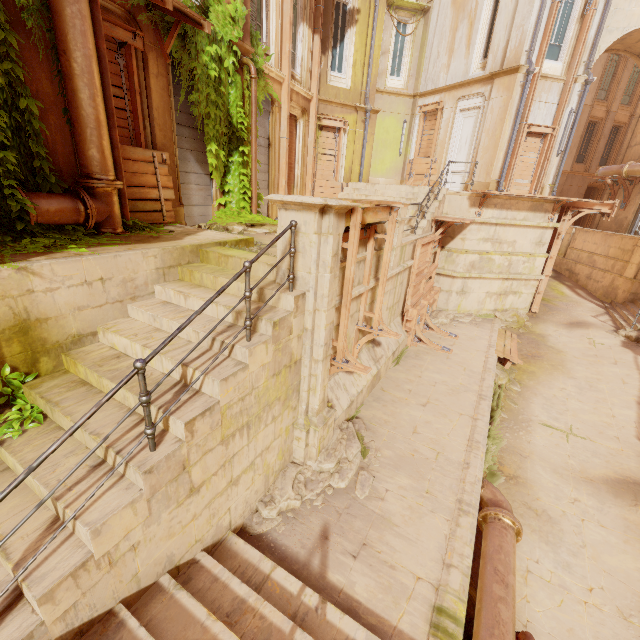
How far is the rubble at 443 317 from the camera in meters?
13.0

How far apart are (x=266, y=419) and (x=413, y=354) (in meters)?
6.93

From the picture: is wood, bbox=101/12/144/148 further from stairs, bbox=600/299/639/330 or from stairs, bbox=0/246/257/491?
stairs, bbox=600/299/639/330

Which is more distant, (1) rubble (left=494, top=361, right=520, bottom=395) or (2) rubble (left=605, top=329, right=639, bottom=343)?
(2) rubble (left=605, top=329, right=639, bottom=343)

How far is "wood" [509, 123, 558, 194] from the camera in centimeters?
1355cm

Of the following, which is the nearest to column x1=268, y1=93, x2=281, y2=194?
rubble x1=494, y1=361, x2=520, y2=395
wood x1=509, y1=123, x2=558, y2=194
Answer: wood x1=509, y1=123, x2=558, y2=194

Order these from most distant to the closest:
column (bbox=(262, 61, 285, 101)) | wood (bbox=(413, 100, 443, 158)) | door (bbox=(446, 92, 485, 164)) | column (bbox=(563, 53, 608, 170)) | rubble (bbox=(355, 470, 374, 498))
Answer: column (bbox=(563, 53, 608, 170))
wood (bbox=(413, 100, 443, 158))
door (bbox=(446, 92, 485, 164))
column (bbox=(262, 61, 285, 101))
rubble (bbox=(355, 470, 374, 498))

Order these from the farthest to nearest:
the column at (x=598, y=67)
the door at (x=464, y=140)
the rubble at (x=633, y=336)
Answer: the column at (x=598, y=67) < the door at (x=464, y=140) < the rubble at (x=633, y=336)
